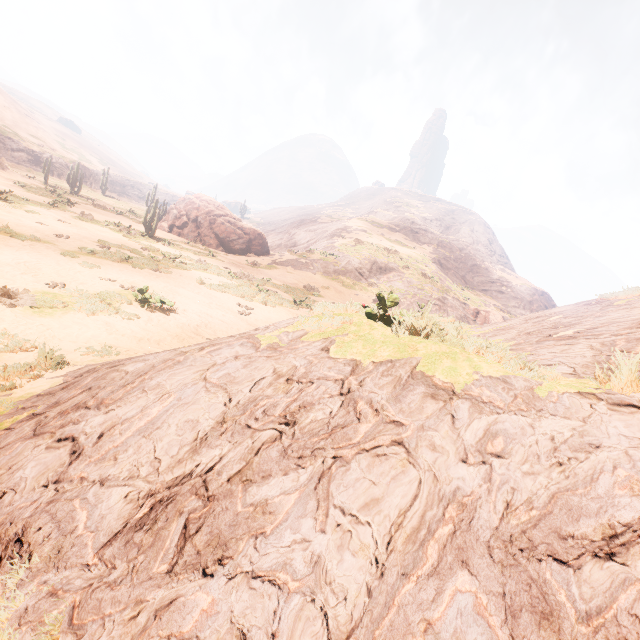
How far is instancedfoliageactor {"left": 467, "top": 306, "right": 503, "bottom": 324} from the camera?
37.4 meters

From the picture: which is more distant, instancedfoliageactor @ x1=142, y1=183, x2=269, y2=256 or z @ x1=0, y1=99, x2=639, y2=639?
instancedfoliageactor @ x1=142, y1=183, x2=269, y2=256

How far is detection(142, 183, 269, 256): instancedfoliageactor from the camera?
32.4 meters

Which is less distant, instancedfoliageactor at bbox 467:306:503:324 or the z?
the z

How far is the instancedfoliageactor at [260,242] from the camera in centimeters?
3238cm

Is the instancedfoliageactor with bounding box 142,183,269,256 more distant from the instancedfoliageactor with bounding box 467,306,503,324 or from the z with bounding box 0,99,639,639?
the instancedfoliageactor with bounding box 467,306,503,324

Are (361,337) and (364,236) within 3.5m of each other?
no

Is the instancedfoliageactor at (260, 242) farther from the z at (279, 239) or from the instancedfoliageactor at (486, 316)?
the instancedfoliageactor at (486, 316)
